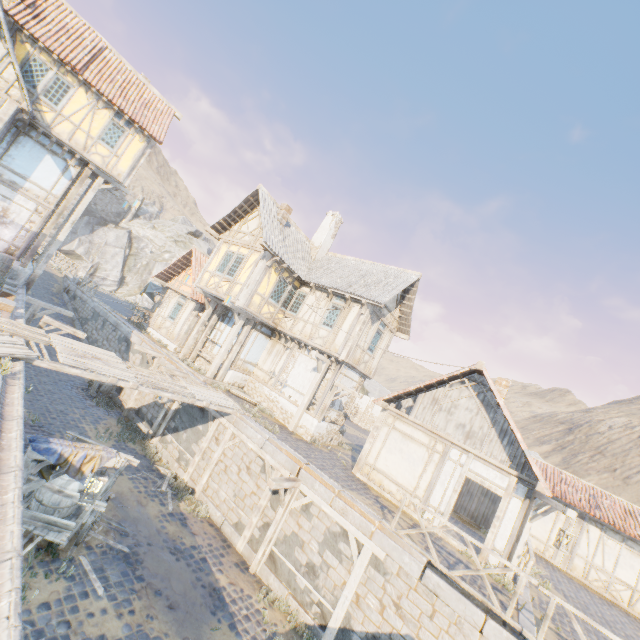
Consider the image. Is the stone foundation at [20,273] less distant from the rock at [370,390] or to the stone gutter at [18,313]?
the stone gutter at [18,313]

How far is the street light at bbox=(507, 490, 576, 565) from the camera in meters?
9.0

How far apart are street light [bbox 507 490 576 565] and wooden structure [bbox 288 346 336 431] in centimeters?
866cm

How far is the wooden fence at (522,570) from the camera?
7.1 meters

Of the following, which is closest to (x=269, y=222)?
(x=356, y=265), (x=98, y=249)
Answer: (x=356, y=265)

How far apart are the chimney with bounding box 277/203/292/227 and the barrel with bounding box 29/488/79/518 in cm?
1298

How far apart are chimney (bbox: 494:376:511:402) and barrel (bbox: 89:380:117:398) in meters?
17.9 m

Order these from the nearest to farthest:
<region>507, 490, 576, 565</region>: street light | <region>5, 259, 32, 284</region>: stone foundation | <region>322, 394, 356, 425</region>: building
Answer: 1. <region>507, 490, 576, 565</region>: street light
2. <region>5, 259, 32, 284</region>: stone foundation
3. <region>322, 394, 356, 425</region>: building
